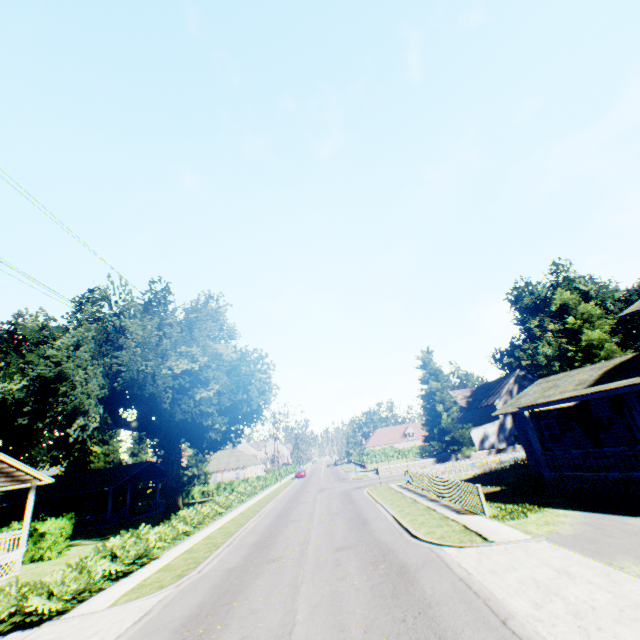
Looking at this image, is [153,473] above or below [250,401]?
below

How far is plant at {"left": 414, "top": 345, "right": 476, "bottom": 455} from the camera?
43.1 meters

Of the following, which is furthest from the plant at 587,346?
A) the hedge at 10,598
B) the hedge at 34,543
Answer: the hedge at 34,543

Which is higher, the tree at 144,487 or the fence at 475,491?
the tree at 144,487

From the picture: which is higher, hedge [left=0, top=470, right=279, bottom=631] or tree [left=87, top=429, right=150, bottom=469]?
tree [left=87, top=429, right=150, bottom=469]

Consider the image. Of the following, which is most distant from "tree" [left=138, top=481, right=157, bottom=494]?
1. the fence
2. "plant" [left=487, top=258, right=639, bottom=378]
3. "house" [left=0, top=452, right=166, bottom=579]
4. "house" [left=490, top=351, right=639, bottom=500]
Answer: "house" [left=490, top=351, right=639, bottom=500]

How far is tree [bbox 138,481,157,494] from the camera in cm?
4940

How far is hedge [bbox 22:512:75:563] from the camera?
19.8m
